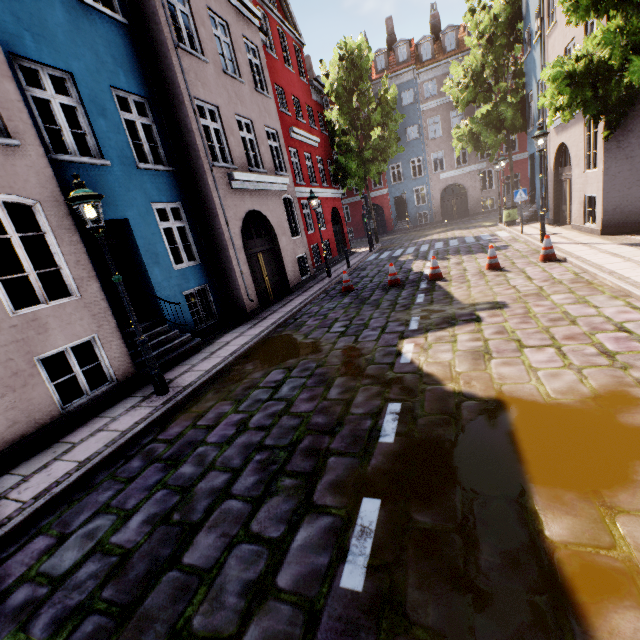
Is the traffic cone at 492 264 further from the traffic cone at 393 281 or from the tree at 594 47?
the tree at 594 47

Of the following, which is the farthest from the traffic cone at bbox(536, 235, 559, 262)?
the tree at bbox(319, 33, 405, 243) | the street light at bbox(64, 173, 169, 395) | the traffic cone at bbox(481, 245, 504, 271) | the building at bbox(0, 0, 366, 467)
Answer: the tree at bbox(319, 33, 405, 243)

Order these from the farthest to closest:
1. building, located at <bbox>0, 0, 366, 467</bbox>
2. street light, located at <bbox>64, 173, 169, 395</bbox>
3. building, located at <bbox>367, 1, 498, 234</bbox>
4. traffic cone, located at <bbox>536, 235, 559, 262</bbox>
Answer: building, located at <bbox>367, 1, 498, 234</bbox>
traffic cone, located at <bbox>536, 235, 559, 262</bbox>
building, located at <bbox>0, 0, 366, 467</bbox>
street light, located at <bbox>64, 173, 169, 395</bbox>

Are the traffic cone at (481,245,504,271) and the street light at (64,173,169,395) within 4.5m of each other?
no

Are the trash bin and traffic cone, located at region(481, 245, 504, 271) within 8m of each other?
no

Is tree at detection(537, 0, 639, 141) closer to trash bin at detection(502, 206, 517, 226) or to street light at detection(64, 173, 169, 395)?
trash bin at detection(502, 206, 517, 226)

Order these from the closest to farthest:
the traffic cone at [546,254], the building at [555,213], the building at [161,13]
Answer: the building at [161,13]
the traffic cone at [546,254]
the building at [555,213]

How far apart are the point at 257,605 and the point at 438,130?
42.3 meters
